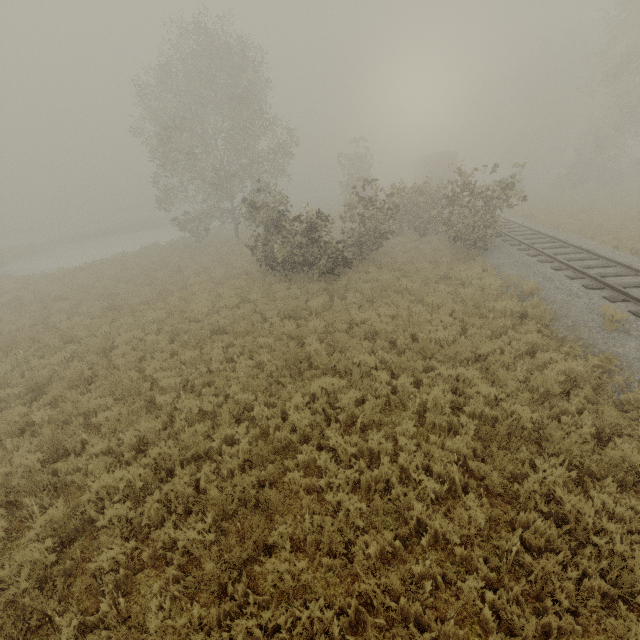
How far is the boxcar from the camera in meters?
36.9 m

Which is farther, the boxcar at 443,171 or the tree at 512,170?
the boxcar at 443,171

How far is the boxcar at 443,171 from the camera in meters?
36.9

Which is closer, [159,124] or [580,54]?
[159,124]

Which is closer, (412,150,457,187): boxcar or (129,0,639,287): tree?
(129,0,639,287): tree
